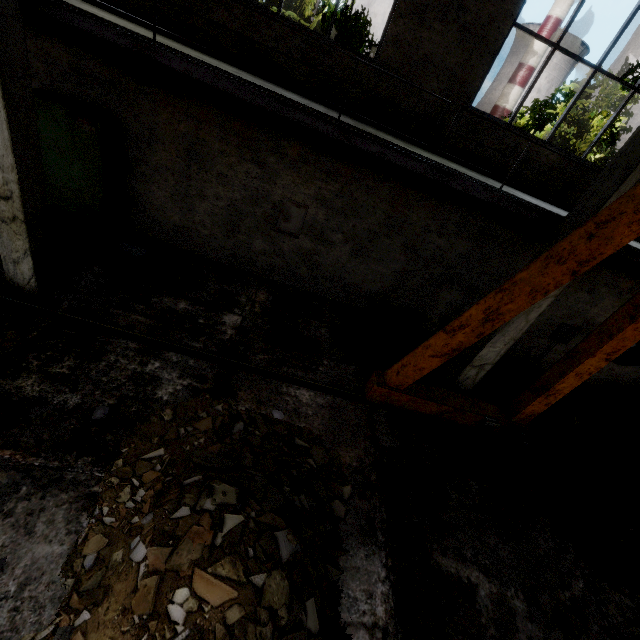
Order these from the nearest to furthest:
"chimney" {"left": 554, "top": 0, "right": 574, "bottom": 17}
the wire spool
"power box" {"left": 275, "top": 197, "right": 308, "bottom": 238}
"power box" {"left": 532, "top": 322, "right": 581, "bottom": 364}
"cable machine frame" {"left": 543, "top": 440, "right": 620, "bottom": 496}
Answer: the wire spool < "cable machine frame" {"left": 543, "top": 440, "right": 620, "bottom": 496} < "power box" {"left": 275, "top": 197, "right": 308, "bottom": 238} < "power box" {"left": 532, "top": 322, "right": 581, "bottom": 364} < "chimney" {"left": 554, "top": 0, "right": 574, "bottom": 17}

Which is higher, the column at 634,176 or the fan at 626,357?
the column at 634,176

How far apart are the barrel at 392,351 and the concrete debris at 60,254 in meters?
4.8

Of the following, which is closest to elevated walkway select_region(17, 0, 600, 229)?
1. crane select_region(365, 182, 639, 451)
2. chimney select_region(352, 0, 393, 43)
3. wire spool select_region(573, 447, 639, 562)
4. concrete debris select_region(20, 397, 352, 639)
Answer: crane select_region(365, 182, 639, 451)

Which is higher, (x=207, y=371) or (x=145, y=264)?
(x=145, y=264)

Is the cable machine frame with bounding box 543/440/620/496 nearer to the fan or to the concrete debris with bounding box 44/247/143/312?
the fan

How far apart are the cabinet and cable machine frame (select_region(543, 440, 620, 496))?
8.8m

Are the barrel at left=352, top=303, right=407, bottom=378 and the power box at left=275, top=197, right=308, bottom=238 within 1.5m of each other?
no
